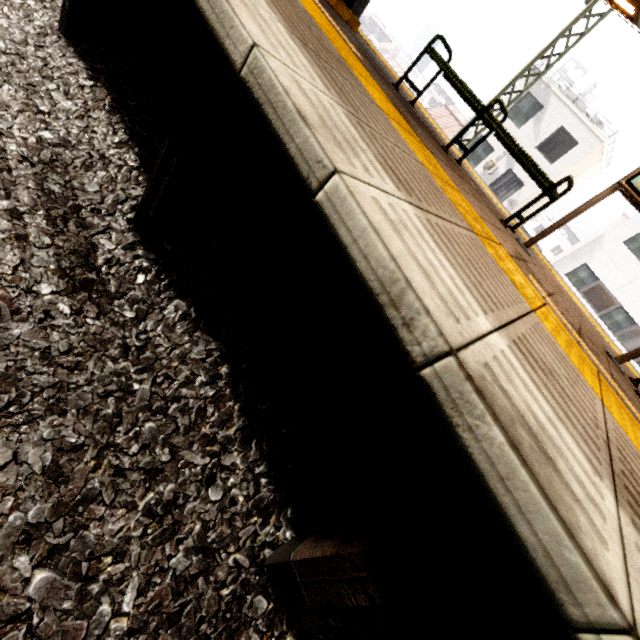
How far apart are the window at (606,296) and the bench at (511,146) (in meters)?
19.88

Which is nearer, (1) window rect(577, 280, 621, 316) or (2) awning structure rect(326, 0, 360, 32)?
(2) awning structure rect(326, 0, 360, 32)

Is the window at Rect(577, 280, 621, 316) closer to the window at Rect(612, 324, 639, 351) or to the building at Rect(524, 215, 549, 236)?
the window at Rect(612, 324, 639, 351)

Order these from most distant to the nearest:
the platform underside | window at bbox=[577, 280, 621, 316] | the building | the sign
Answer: the building
window at bbox=[577, 280, 621, 316]
the sign
the platform underside

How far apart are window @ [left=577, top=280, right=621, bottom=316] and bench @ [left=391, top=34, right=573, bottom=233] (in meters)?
19.88

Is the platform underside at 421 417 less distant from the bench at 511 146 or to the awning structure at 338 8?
the awning structure at 338 8

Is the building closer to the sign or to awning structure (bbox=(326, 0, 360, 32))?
awning structure (bbox=(326, 0, 360, 32))

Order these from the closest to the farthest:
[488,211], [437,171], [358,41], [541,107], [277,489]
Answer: [277,489] → [437,171] → [488,211] → [358,41] → [541,107]
